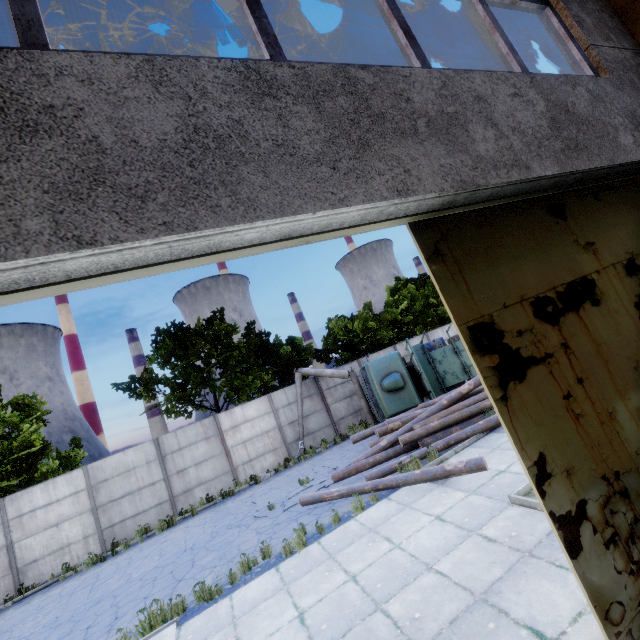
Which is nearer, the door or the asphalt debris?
the door

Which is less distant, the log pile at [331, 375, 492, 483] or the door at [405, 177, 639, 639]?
the door at [405, 177, 639, 639]

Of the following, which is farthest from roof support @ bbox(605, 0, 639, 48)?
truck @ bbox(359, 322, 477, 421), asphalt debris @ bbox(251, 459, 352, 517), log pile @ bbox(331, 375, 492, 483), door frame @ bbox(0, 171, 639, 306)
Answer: truck @ bbox(359, 322, 477, 421)

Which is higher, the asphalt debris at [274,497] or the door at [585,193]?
the door at [585,193]

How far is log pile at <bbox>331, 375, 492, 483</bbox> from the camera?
10.6 meters

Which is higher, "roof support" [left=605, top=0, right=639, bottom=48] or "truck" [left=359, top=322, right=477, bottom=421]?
"roof support" [left=605, top=0, right=639, bottom=48]

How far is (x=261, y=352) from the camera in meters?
24.0

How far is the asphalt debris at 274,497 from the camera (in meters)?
10.59
